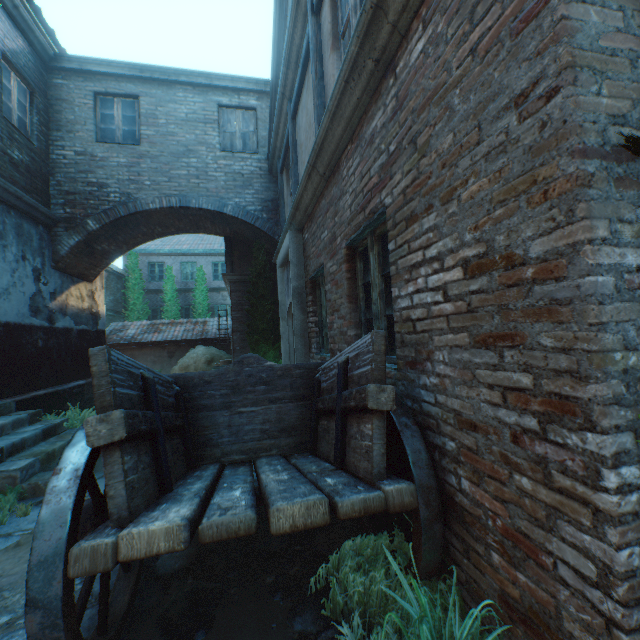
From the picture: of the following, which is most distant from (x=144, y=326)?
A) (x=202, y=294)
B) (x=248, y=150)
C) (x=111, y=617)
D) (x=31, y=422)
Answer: (x=111, y=617)

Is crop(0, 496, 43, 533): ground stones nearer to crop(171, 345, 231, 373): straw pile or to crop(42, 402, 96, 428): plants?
crop(42, 402, 96, 428): plants

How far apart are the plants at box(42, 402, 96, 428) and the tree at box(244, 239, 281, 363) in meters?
3.6 m

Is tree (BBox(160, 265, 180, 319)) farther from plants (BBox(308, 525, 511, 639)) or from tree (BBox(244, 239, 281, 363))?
plants (BBox(308, 525, 511, 639))

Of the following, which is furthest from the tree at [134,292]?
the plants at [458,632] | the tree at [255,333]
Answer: the plants at [458,632]

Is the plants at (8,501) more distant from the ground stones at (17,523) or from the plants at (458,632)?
the plants at (458,632)

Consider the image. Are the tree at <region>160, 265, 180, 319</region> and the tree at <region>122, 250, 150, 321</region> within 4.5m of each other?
yes

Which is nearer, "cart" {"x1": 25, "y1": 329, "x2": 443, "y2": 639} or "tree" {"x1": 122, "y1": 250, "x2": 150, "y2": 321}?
"cart" {"x1": 25, "y1": 329, "x2": 443, "y2": 639}
